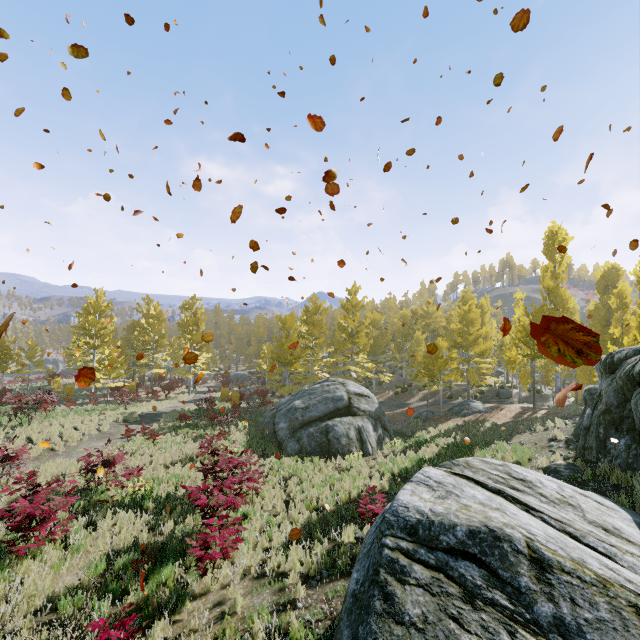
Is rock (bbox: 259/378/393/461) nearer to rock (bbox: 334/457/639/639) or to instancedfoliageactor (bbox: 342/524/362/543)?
instancedfoliageactor (bbox: 342/524/362/543)

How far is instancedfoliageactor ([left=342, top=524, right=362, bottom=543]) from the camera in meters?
7.7 m

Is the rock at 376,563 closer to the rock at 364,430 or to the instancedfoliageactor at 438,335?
the instancedfoliageactor at 438,335

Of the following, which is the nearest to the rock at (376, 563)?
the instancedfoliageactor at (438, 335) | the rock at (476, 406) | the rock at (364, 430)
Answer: the instancedfoliageactor at (438, 335)

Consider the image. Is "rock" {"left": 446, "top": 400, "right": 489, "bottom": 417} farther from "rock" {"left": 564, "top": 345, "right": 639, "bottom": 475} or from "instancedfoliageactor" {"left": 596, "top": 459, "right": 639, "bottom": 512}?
"rock" {"left": 564, "top": 345, "right": 639, "bottom": 475}

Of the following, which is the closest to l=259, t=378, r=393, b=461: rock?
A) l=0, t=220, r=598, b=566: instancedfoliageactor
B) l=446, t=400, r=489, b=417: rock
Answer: l=0, t=220, r=598, b=566: instancedfoliageactor

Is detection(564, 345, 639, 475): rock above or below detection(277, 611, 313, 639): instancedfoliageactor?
above

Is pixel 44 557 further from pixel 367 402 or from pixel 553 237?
pixel 553 237
